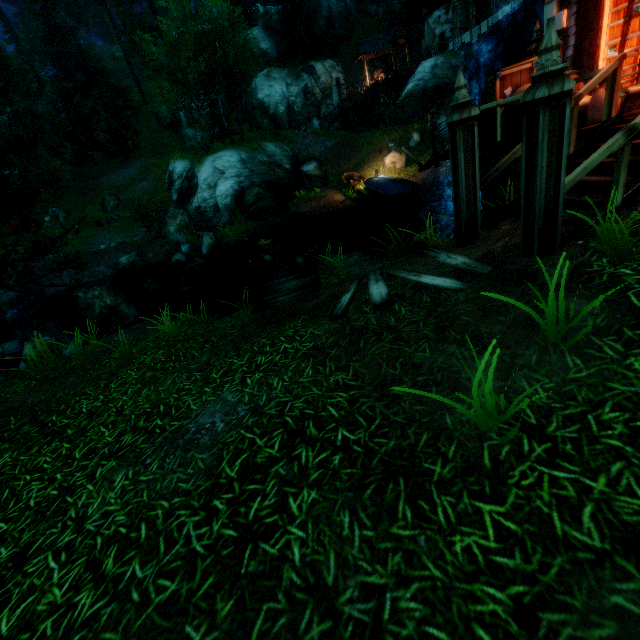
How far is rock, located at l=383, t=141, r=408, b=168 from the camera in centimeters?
2255cm

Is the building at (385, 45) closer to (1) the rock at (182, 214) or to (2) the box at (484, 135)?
(1) the rock at (182, 214)

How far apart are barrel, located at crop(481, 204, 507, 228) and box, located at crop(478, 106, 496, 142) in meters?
2.6

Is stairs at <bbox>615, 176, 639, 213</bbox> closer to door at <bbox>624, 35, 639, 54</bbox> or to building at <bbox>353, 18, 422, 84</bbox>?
door at <bbox>624, 35, 639, 54</bbox>

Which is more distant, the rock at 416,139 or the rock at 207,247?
the rock at 416,139

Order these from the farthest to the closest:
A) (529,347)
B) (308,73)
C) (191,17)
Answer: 1. (308,73)
2. (191,17)
3. (529,347)

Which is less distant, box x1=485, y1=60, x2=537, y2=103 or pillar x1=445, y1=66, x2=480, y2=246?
pillar x1=445, y1=66, x2=480, y2=246

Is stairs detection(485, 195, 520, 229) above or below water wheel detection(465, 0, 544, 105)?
below
